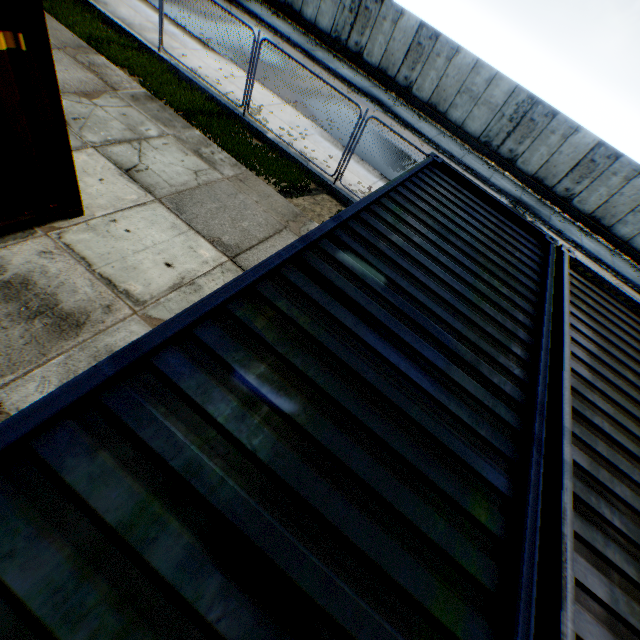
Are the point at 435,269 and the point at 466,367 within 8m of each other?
yes

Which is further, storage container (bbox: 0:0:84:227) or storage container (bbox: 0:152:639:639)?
storage container (bbox: 0:0:84:227)

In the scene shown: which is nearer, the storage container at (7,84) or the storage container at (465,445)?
the storage container at (465,445)

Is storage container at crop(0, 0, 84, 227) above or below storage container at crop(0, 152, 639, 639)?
below

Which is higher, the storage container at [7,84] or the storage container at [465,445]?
the storage container at [465,445]
